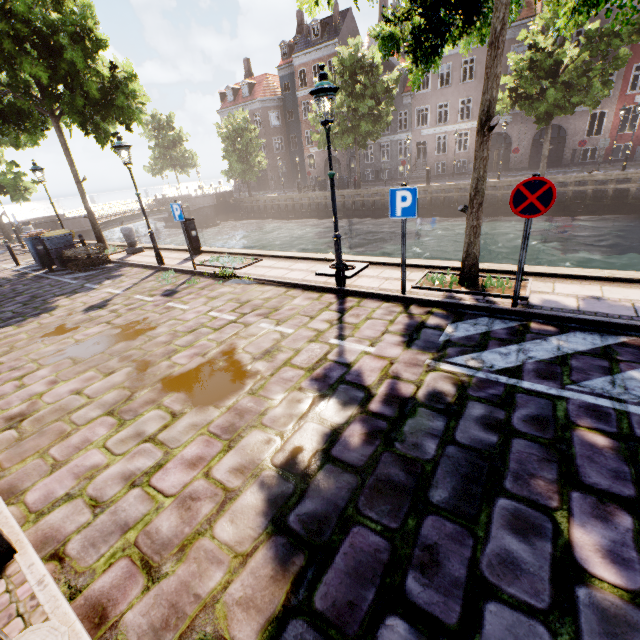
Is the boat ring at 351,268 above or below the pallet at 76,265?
above

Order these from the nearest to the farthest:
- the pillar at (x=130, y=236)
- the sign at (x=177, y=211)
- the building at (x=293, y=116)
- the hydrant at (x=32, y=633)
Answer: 1. the hydrant at (x=32, y=633)
2. the sign at (x=177, y=211)
3. the pillar at (x=130, y=236)
4. the building at (x=293, y=116)

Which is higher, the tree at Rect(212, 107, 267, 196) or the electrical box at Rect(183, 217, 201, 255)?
the tree at Rect(212, 107, 267, 196)

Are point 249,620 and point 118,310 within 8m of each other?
yes

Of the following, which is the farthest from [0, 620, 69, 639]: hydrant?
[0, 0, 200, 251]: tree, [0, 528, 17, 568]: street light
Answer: [0, 0, 200, 251]: tree

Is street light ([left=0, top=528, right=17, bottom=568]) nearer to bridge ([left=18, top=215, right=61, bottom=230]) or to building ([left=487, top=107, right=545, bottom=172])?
bridge ([left=18, top=215, right=61, bottom=230])

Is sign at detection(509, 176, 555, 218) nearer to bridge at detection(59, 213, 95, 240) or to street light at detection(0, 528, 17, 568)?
street light at detection(0, 528, 17, 568)

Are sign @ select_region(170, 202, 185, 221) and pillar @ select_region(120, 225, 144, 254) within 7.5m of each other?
yes
